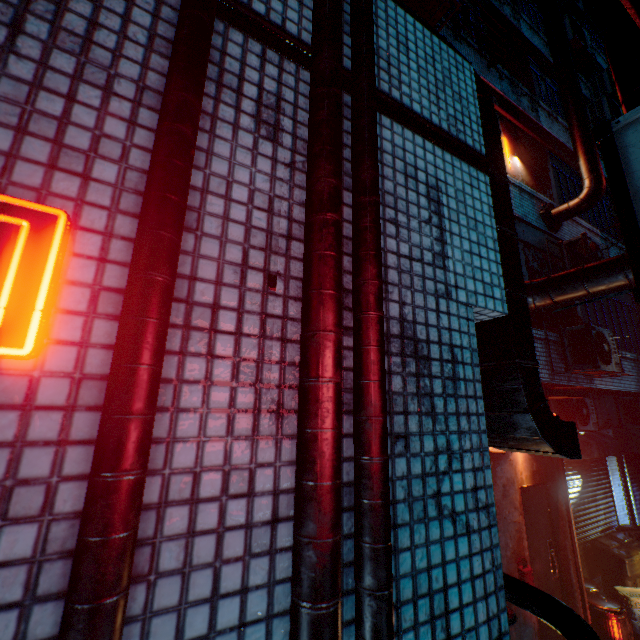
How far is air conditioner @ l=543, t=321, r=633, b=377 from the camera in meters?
4.9 m

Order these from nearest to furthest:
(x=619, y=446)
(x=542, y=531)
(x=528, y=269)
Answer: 1. (x=542, y=531)
2. (x=528, y=269)
3. (x=619, y=446)

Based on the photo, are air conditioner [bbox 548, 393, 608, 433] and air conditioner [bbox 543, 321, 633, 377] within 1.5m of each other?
yes

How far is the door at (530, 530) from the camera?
4.4m

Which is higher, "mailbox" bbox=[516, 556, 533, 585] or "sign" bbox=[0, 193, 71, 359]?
"sign" bbox=[0, 193, 71, 359]

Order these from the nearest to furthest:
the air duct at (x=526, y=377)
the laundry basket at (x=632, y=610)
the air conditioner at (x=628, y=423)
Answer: the air duct at (x=526, y=377)
the laundry basket at (x=632, y=610)
the air conditioner at (x=628, y=423)

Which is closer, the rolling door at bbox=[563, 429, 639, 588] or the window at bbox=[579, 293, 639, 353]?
the rolling door at bbox=[563, 429, 639, 588]

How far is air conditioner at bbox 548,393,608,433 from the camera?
5.91m
